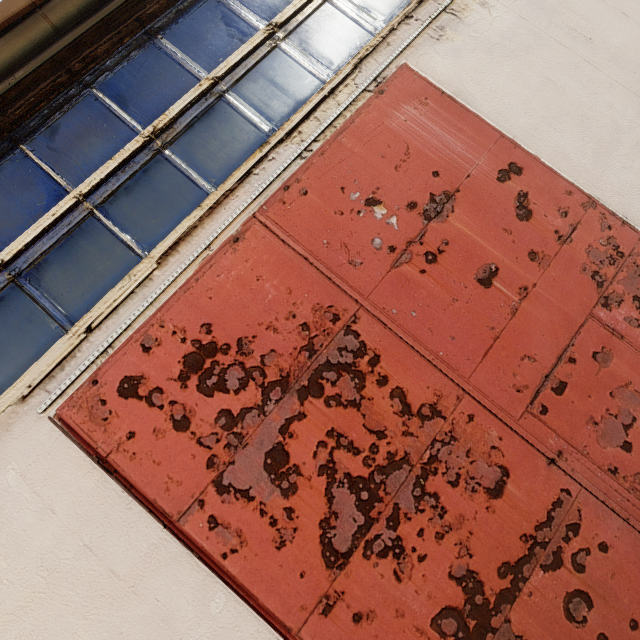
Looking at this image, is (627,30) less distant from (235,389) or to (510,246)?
(510,246)
